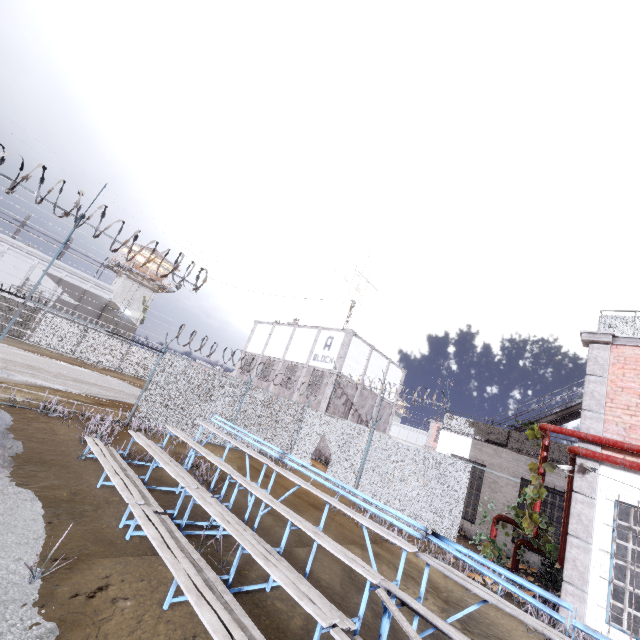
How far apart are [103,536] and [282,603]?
2.7 meters

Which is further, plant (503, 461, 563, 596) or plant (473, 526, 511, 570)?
plant (473, 526, 511, 570)

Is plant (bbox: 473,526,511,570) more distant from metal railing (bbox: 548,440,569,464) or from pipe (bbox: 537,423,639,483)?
metal railing (bbox: 548,440,569,464)

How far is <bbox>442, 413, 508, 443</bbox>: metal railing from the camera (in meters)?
14.85

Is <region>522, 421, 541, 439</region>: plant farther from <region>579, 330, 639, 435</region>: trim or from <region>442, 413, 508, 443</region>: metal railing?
<region>442, 413, 508, 443</region>: metal railing

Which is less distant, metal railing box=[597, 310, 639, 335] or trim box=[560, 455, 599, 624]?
trim box=[560, 455, 599, 624]

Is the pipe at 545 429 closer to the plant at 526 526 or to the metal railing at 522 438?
the plant at 526 526

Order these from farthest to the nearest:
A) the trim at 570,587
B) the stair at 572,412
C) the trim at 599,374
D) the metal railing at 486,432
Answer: the metal railing at 486,432 → the stair at 572,412 → the trim at 599,374 → the trim at 570,587
